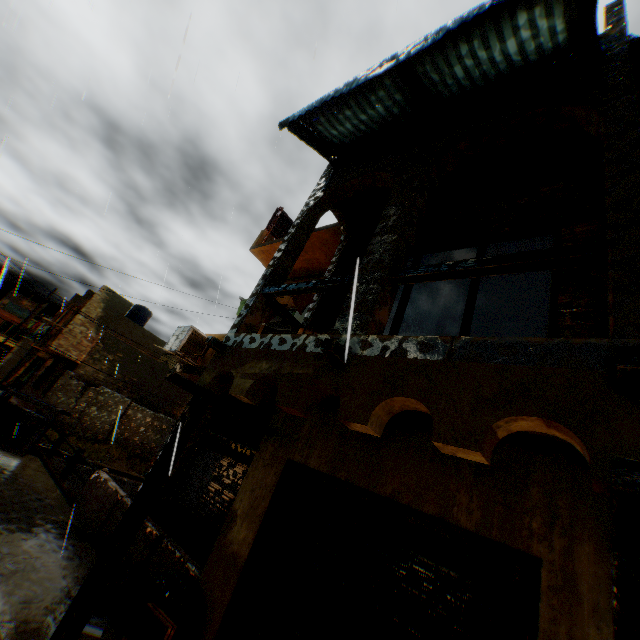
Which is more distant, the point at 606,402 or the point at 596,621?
the point at 596,621

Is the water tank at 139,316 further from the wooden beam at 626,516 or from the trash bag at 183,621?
the wooden beam at 626,516

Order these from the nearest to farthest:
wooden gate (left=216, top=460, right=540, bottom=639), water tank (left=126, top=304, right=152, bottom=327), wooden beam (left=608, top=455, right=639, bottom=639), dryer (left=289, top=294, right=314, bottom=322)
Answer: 1. wooden beam (left=608, top=455, right=639, bottom=639)
2. wooden gate (left=216, top=460, right=540, bottom=639)
3. dryer (left=289, top=294, right=314, bottom=322)
4. water tank (left=126, top=304, right=152, bottom=327)

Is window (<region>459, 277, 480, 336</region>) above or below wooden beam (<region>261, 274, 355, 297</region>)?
above

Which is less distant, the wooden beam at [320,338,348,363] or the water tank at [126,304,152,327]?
the wooden beam at [320,338,348,363]

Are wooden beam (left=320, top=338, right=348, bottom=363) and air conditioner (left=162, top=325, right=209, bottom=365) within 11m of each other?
yes

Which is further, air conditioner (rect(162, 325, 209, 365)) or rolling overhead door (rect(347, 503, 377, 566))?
air conditioner (rect(162, 325, 209, 365))

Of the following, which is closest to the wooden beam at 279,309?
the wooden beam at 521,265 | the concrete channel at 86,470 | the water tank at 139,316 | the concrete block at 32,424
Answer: the wooden beam at 521,265
